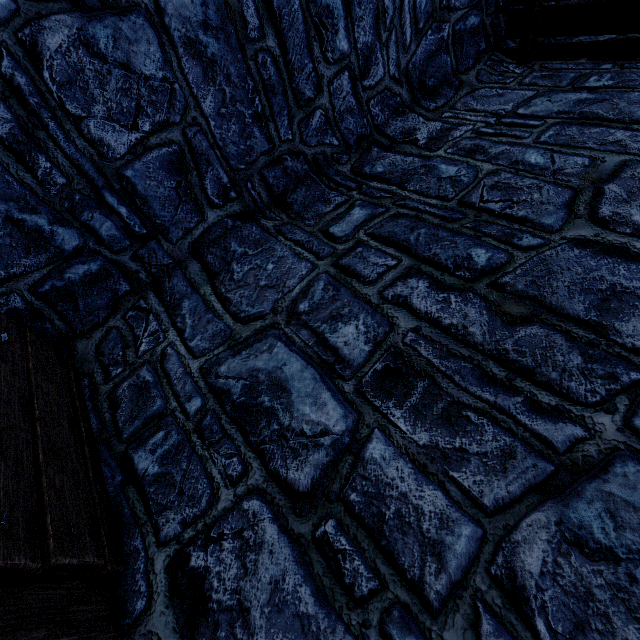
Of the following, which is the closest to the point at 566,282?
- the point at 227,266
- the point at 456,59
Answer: the point at 227,266
